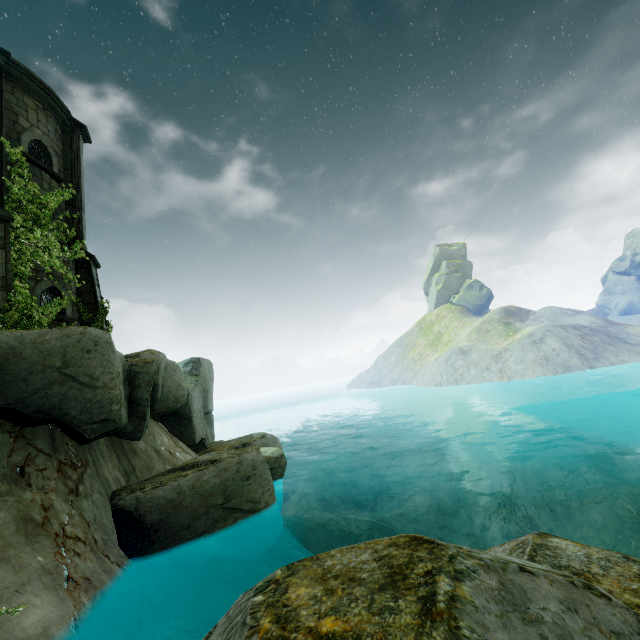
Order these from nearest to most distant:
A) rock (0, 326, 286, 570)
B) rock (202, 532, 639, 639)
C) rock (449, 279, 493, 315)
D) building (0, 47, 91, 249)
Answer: rock (202, 532, 639, 639), rock (0, 326, 286, 570), building (0, 47, 91, 249), rock (449, 279, 493, 315)

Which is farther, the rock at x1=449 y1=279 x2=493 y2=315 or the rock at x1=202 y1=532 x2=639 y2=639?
the rock at x1=449 y1=279 x2=493 y2=315

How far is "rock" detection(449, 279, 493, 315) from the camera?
55.59m

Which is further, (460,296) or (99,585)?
(460,296)

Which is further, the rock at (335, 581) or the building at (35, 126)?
the building at (35, 126)

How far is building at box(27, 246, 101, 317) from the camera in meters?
9.6

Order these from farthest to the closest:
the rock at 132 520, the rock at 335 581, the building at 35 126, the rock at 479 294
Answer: the rock at 479 294, the building at 35 126, the rock at 132 520, the rock at 335 581
